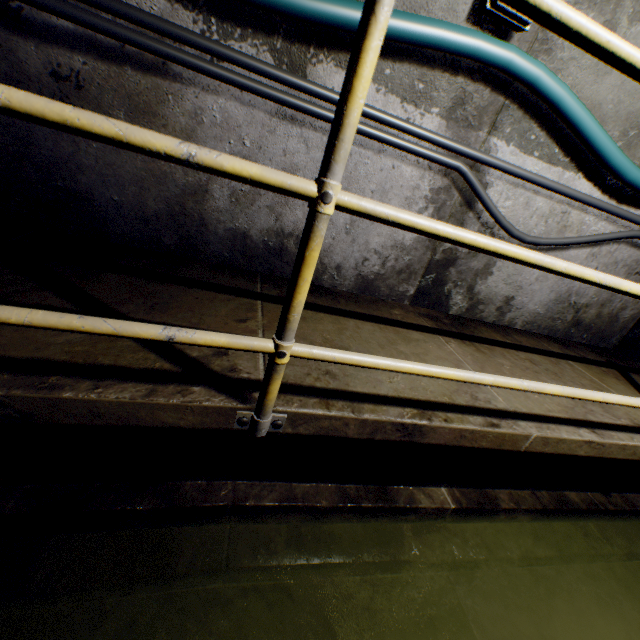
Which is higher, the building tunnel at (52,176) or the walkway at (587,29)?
the walkway at (587,29)

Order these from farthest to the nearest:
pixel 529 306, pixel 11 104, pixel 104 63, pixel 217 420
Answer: pixel 529 306 → pixel 104 63 → pixel 217 420 → pixel 11 104

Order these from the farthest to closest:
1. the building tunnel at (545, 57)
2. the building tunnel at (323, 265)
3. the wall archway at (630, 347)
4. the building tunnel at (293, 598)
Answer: the wall archway at (630, 347) < the building tunnel at (323, 265) < the building tunnel at (545, 57) < the building tunnel at (293, 598)

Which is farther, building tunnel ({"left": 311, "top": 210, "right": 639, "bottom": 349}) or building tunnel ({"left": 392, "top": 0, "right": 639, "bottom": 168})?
building tunnel ({"left": 311, "top": 210, "right": 639, "bottom": 349})

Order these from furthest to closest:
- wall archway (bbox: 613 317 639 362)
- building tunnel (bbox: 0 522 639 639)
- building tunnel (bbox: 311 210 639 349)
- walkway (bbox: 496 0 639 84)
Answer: wall archway (bbox: 613 317 639 362) → building tunnel (bbox: 311 210 639 349) → building tunnel (bbox: 0 522 639 639) → walkway (bbox: 496 0 639 84)

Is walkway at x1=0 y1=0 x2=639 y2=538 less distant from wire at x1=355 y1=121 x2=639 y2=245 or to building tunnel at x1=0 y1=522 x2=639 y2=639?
building tunnel at x1=0 y1=522 x2=639 y2=639

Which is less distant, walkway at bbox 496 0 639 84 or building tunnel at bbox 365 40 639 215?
walkway at bbox 496 0 639 84
